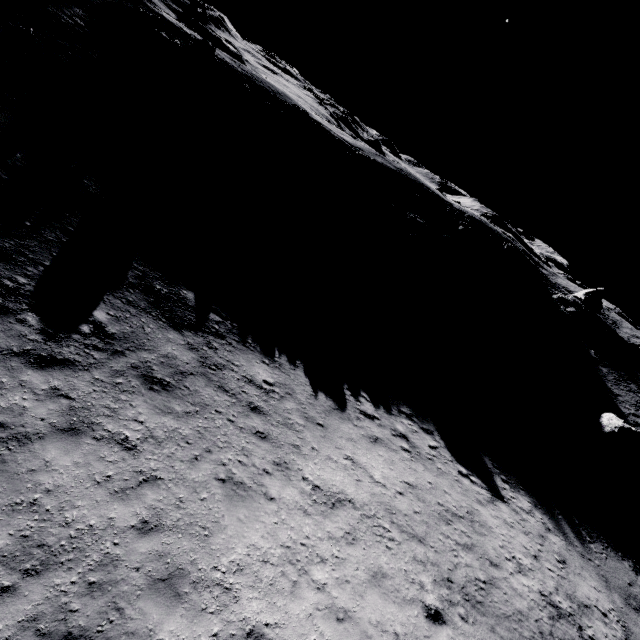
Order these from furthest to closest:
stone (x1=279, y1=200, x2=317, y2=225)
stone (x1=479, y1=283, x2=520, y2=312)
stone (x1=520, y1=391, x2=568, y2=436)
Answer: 1. stone (x1=479, y1=283, x2=520, y2=312)
2. stone (x1=520, y1=391, x2=568, y2=436)
3. stone (x1=279, y1=200, x2=317, y2=225)

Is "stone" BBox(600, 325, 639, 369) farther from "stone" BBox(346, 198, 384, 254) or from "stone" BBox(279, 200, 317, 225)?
Answer: "stone" BBox(279, 200, 317, 225)

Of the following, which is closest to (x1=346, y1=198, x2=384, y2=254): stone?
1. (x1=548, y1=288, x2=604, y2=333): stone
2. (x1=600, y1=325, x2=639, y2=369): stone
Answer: (x1=548, y1=288, x2=604, y2=333): stone

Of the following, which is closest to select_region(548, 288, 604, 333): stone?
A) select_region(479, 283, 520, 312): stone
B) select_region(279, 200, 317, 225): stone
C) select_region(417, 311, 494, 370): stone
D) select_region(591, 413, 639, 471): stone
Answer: select_region(479, 283, 520, 312): stone

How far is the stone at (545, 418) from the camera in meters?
23.4

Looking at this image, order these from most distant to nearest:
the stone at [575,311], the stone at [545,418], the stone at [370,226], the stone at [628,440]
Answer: the stone at [575,311] → the stone at [370,226] → the stone at [628,440] → the stone at [545,418]

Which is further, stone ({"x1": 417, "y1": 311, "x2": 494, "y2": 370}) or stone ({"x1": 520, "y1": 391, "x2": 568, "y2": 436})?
stone ({"x1": 417, "y1": 311, "x2": 494, "y2": 370})

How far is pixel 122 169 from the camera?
15.2m
